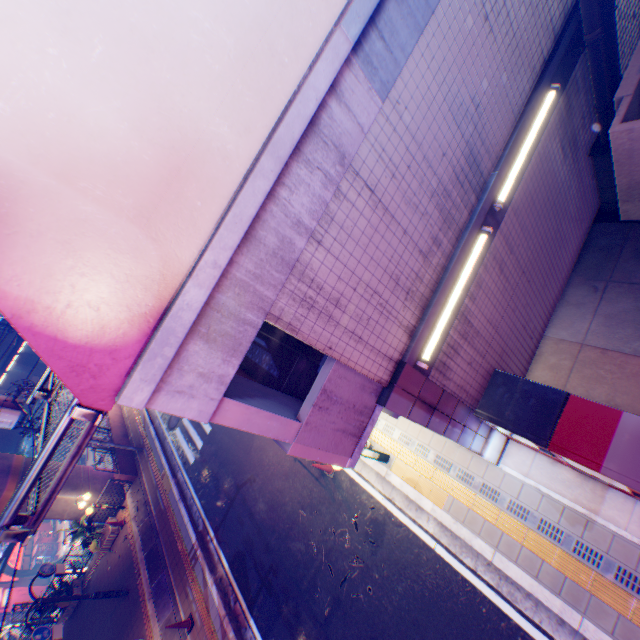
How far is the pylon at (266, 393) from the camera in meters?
3.0

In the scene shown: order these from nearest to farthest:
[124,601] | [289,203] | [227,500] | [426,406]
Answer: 1. [289,203]
2. [426,406]
3. [227,500]
4. [124,601]

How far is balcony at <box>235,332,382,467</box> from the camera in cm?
367

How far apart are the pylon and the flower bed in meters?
17.0

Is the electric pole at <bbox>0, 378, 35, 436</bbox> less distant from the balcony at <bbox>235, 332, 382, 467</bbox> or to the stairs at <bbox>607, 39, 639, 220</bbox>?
the balcony at <bbox>235, 332, 382, 467</bbox>

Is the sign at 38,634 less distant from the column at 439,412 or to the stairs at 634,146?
the column at 439,412

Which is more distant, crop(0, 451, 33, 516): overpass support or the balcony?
crop(0, 451, 33, 516): overpass support

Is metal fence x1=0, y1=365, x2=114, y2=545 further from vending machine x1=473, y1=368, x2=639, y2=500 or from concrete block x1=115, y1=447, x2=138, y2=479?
vending machine x1=473, y1=368, x2=639, y2=500
